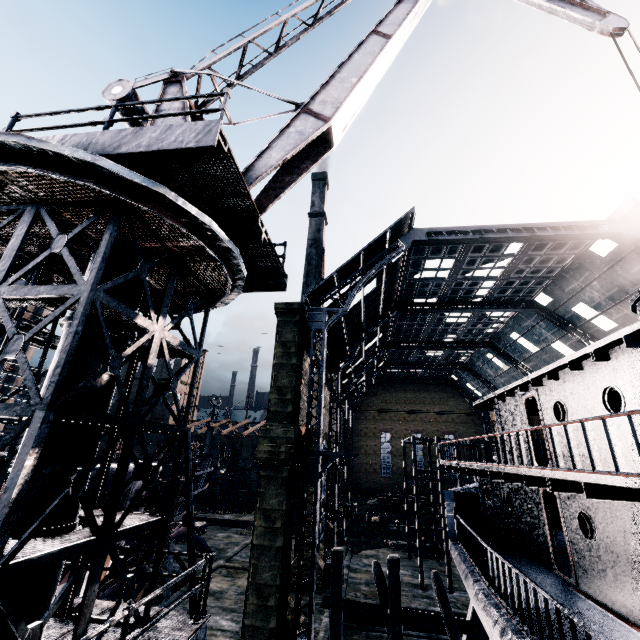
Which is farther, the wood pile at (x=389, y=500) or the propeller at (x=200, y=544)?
the wood pile at (x=389, y=500)

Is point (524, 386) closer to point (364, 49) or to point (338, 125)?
point (338, 125)

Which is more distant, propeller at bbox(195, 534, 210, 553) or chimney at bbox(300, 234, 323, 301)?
chimney at bbox(300, 234, 323, 301)

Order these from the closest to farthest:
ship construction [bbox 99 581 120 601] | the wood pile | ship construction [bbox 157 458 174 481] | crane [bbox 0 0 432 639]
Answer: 1. crane [bbox 0 0 432 639]
2. ship construction [bbox 99 581 120 601]
3. ship construction [bbox 157 458 174 481]
4. the wood pile

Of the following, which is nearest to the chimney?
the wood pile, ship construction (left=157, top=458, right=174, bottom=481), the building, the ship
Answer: the wood pile

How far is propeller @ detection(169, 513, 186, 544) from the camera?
29.9m

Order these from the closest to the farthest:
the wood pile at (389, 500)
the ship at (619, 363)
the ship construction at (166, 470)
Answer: the ship at (619, 363)
the ship construction at (166, 470)
the wood pile at (389, 500)

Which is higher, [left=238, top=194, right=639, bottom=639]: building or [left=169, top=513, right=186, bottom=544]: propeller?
[left=238, top=194, right=639, bottom=639]: building
